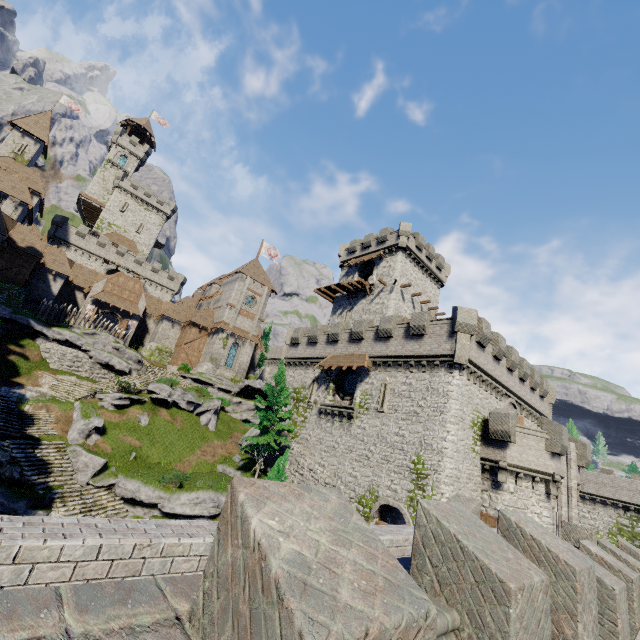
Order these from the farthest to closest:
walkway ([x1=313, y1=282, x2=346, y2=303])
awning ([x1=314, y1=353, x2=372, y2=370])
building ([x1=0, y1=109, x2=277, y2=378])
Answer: walkway ([x1=313, y1=282, x2=346, y2=303])
building ([x1=0, y1=109, x2=277, y2=378])
awning ([x1=314, y1=353, x2=372, y2=370])

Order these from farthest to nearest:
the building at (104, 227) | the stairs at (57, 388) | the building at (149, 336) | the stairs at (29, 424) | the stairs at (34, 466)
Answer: the building at (104, 227) → the building at (149, 336) → the stairs at (57, 388) → the stairs at (29, 424) → the stairs at (34, 466)

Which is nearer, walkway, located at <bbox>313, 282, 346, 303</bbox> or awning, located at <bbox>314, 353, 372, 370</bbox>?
awning, located at <bbox>314, 353, 372, 370</bbox>

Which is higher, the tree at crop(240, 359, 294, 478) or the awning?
the awning

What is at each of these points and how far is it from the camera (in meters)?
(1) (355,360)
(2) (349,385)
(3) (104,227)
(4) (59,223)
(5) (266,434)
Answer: (1) awning, 27.41
(2) window glass, 29.08
(3) building, 59.31
(4) building tower, 50.16
(5) tree, 27.12

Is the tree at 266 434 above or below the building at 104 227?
below

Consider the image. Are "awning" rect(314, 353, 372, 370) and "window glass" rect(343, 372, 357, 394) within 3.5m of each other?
yes

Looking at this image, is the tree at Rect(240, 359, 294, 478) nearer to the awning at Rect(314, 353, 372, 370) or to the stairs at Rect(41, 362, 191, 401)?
the awning at Rect(314, 353, 372, 370)
